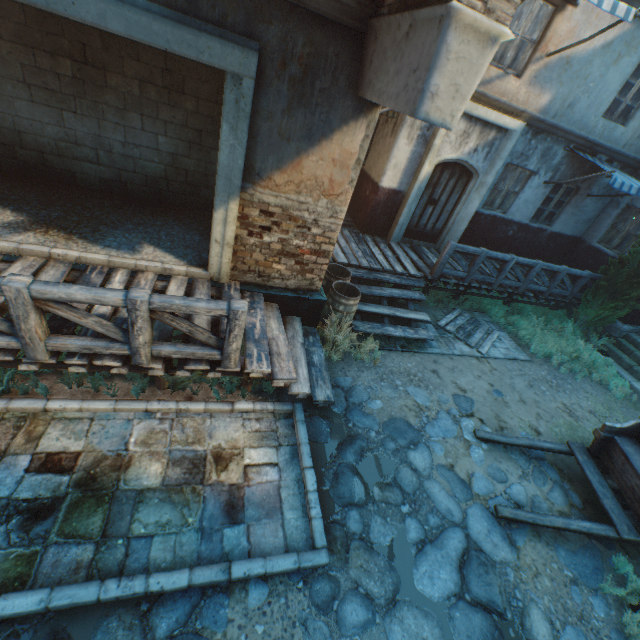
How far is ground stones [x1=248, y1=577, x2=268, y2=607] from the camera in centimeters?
318cm

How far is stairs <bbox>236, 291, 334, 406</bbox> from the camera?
4.60m

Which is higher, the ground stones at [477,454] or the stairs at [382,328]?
the stairs at [382,328]

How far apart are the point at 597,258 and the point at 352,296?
9.5 meters

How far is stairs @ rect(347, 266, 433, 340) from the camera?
7.2 meters

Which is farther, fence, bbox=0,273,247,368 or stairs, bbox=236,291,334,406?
stairs, bbox=236,291,334,406

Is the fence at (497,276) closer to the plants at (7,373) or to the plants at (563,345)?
the plants at (563,345)

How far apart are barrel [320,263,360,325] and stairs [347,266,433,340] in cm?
5
